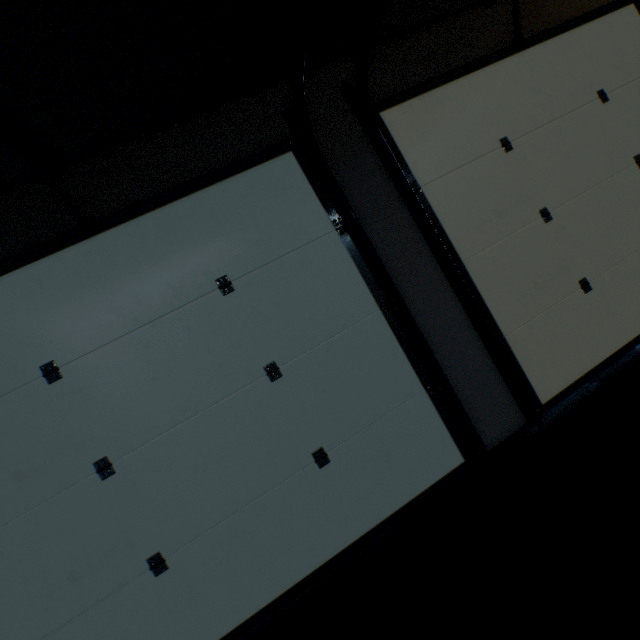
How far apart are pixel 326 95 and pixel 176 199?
1.1 meters
